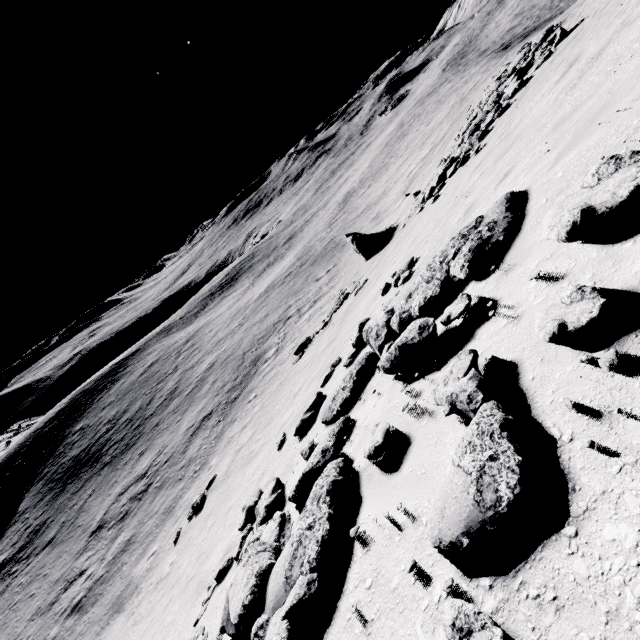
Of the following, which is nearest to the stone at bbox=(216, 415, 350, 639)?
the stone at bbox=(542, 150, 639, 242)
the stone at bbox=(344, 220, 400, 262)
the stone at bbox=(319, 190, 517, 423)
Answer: the stone at bbox=(319, 190, 517, 423)

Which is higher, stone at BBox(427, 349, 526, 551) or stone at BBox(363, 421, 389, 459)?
stone at BBox(427, 349, 526, 551)

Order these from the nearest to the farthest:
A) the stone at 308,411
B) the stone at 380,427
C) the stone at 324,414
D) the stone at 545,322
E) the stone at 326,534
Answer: the stone at 545,322
the stone at 326,534
the stone at 380,427
the stone at 324,414
the stone at 308,411

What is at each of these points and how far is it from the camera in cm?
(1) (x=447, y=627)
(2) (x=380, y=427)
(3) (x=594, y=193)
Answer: (1) stone, 178
(2) stone, 405
(3) stone, 296

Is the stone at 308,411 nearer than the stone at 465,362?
No

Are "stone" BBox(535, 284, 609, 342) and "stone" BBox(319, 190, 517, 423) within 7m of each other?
yes

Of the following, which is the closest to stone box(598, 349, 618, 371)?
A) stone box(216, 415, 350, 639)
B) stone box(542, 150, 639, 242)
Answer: stone box(542, 150, 639, 242)

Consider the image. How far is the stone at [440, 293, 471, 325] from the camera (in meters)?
4.09
